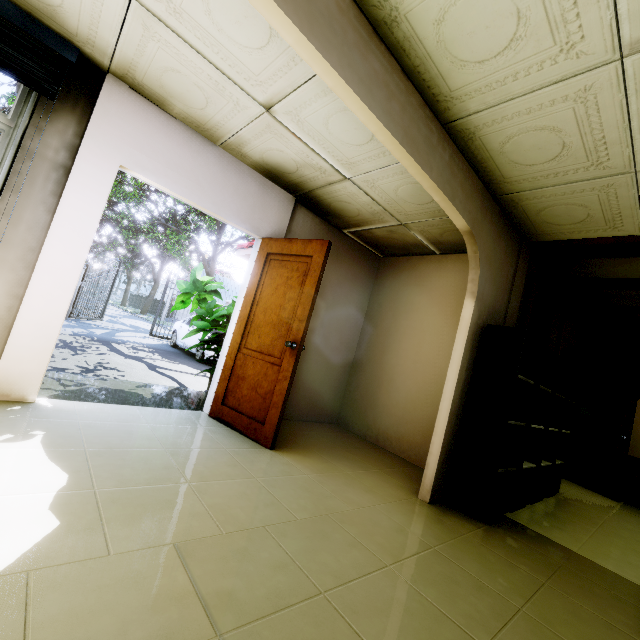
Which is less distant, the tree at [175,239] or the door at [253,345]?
the door at [253,345]

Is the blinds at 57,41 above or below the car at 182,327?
above

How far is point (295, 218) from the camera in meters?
4.1 m

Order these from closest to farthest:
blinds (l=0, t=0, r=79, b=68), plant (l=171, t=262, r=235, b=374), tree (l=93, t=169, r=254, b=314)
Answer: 1. blinds (l=0, t=0, r=79, b=68)
2. plant (l=171, t=262, r=235, b=374)
3. tree (l=93, t=169, r=254, b=314)

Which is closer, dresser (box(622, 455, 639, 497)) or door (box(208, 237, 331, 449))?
door (box(208, 237, 331, 449))

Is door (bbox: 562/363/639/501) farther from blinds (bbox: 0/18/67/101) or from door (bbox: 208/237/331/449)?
blinds (bbox: 0/18/67/101)

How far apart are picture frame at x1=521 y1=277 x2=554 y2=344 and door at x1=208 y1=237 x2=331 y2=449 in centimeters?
243cm

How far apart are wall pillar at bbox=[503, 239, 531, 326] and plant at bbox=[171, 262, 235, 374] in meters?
2.9 m
